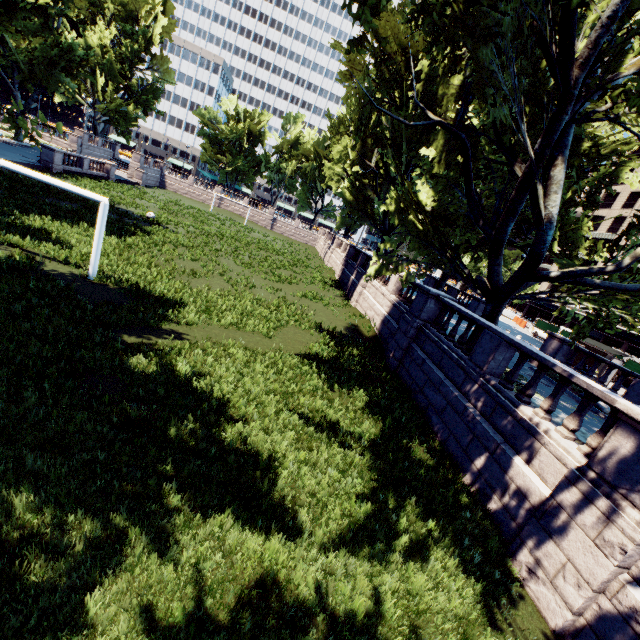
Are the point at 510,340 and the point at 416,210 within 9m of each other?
yes

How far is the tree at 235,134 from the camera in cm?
5834

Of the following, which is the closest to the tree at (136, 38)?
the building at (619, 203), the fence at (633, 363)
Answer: → the building at (619, 203)

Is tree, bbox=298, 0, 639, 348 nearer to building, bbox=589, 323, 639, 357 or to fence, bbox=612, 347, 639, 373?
building, bbox=589, 323, 639, 357

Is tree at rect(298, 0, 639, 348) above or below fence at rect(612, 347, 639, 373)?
above

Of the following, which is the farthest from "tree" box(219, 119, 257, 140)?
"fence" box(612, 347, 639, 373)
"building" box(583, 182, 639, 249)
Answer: "fence" box(612, 347, 639, 373)
